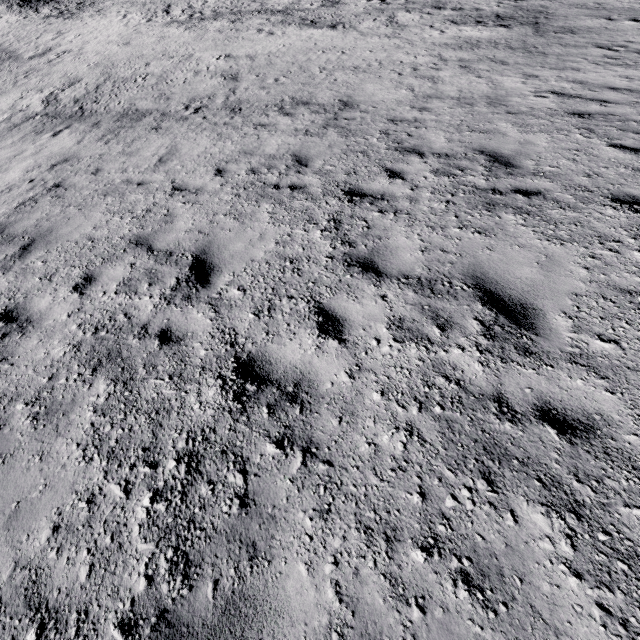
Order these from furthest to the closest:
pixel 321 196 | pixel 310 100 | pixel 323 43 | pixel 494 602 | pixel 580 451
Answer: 1. pixel 323 43
2. pixel 310 100
3. pixel 321 196
4. pixel 580 451
5. pixel 494 602
